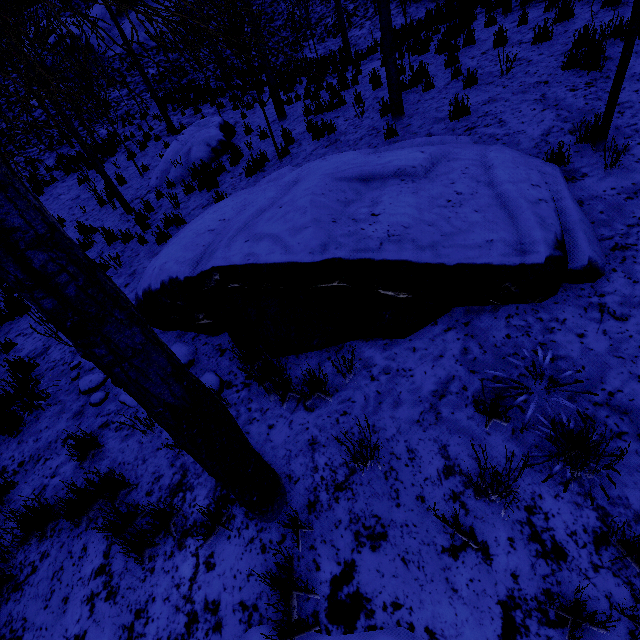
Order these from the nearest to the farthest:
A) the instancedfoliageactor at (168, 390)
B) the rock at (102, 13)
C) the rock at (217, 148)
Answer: the instancedfoliageactor at (168, 390) < the rock at (217, 148) < the rock at (102, 13)

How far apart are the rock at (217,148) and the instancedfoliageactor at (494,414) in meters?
8.8 m

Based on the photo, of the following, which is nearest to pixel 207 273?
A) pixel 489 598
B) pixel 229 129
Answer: pixel 489 598

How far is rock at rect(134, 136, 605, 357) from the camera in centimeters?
303cm

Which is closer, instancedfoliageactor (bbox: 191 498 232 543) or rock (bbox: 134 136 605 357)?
instancedfoliageactor (bbox: 191 498 232 543)

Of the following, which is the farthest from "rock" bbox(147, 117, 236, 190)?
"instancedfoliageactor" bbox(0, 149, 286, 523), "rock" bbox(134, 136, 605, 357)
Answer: "instancedfoliageactor" bbox(0, 149, 286, 523)

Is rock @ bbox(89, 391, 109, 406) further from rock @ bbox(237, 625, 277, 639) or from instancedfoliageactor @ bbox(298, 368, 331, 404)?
rock @ bbox(237, 625, 277, 639)
